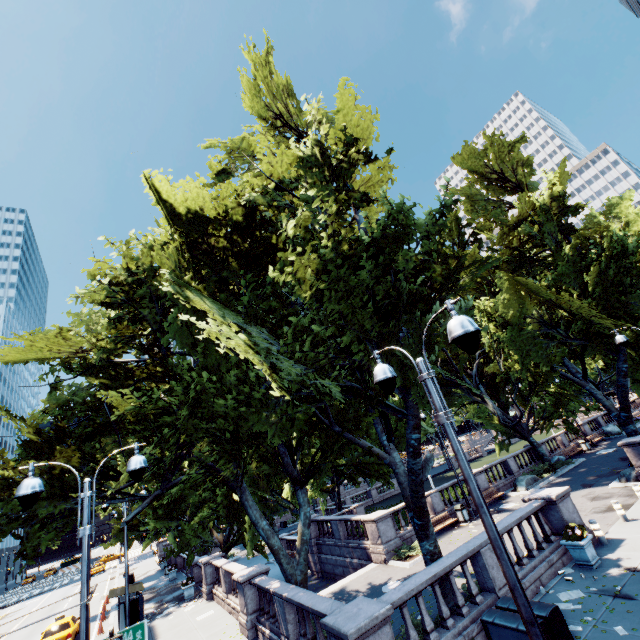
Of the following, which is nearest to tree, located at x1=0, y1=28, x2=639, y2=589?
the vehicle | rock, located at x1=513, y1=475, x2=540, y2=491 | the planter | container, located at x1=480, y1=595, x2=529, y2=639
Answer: container, located at x1=480, y1=595, x2=529, y2=639

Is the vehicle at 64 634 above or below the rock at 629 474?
above

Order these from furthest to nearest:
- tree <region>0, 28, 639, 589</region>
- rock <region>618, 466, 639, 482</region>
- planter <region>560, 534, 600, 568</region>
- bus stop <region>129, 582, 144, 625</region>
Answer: rock <region>618, 466, 639, 482</region>, bus stop <region>129, 582, 144, 625</region>, planter <region>560, 534, 600, 568</region>, tree <region>0, 28, 639, 589</region>

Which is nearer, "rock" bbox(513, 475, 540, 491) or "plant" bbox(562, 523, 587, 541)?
"plant" bbox(562, 523, 587, 541)

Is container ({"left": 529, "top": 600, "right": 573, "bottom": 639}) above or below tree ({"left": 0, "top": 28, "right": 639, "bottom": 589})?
below

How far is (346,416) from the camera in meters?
13.6

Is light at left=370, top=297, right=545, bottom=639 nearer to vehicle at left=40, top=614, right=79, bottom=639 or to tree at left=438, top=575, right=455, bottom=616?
tree at left=438, top=575, right=455, bottom=616

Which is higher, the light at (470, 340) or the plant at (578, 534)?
the light at (470, 340)
